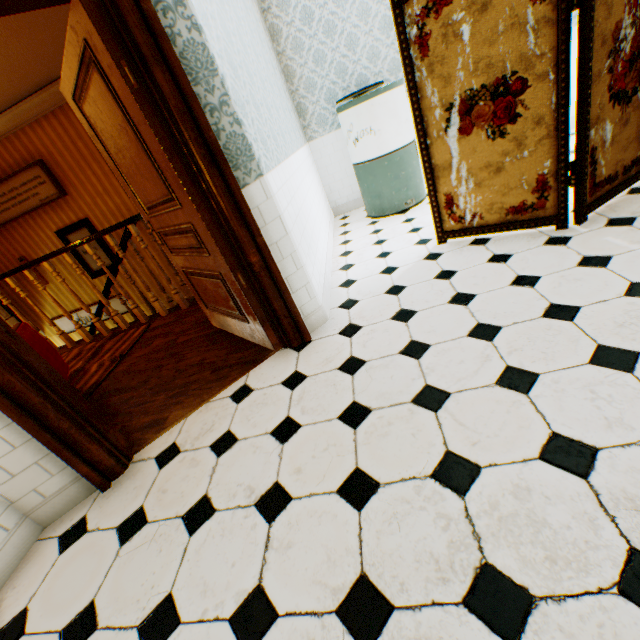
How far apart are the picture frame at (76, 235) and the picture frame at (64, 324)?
0.45m

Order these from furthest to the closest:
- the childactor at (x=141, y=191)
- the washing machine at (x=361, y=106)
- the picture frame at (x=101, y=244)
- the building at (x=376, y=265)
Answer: the picture frame at (x=101, y=244) < the washing machine at (x=361, y=106) < the childactor at (x=141, y=191) < the building at (x=376, y=265)

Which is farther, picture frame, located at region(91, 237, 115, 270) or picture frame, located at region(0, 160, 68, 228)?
picture frame, located at region(91, 237, 115, 270)

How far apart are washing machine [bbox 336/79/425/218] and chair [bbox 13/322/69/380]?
4.0m

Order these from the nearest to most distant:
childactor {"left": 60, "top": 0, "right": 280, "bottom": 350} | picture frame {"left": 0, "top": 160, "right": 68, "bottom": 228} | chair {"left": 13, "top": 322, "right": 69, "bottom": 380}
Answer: childactor {"left": 60, "top": 0, "right": 280, "bottom": 350} < chair {"left": 13, "top": 322, "right": 69, "bottom": 380} < picture frame {"left": 0, "top": 160, "right": 68, "bottom": 228}

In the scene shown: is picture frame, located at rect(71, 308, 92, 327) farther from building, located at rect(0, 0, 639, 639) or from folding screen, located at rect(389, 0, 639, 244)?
folding screen, located at rect(389, 0, 639, 244)

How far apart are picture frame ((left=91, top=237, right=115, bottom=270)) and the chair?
3.5m

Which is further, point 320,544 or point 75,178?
point 75,178
